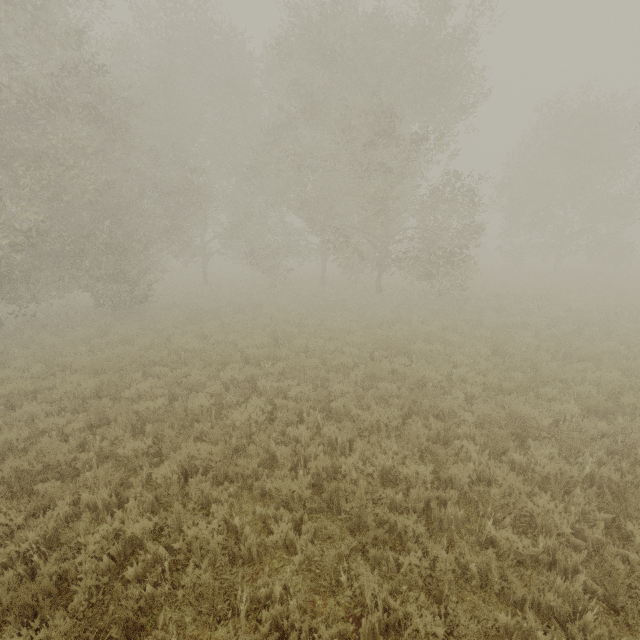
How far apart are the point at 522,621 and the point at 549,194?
30.5m
